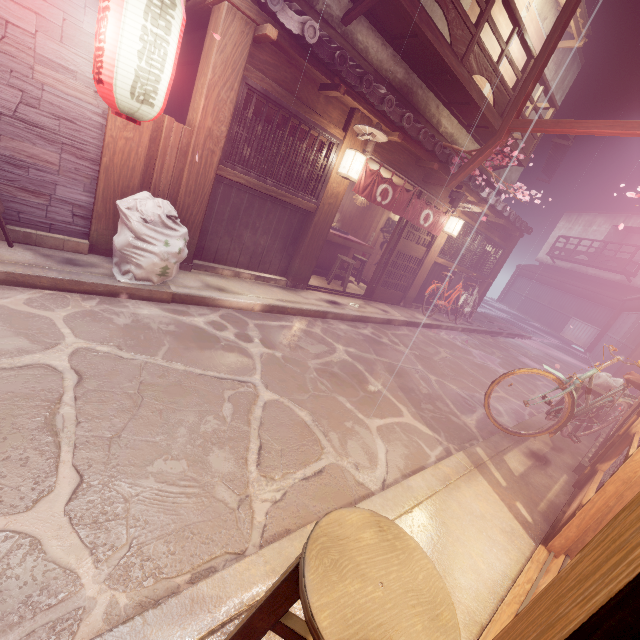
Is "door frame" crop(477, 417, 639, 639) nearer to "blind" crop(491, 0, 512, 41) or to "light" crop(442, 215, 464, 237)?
"light" crop(442, 215, 464, 237)

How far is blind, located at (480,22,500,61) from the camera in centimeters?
1313cm

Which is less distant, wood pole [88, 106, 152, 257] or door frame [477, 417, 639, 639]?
door frame [477, 417, 639, 639]

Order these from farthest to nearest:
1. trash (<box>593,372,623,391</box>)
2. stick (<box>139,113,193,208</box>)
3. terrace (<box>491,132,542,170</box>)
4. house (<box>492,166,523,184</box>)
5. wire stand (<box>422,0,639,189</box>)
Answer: house (<box>492,166,523,184</box>) → terrace (<box>491,132,542,170</box>) → trash (<box>593,372,623,391</box>) → wire stand (<box>422,0,639,189</box>) → stick (<box>139,113,193,208</box>)

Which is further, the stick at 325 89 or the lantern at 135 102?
the stick at 325 89

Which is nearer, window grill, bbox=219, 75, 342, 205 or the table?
window grill, bbox=219, 75, 342, 205

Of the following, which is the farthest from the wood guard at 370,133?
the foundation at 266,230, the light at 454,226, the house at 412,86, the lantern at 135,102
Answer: the house at 412,86

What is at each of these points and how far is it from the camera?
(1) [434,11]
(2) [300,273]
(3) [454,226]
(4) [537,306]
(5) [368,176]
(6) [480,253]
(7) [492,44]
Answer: (1) house, 11.5m
(2) wood pole, 11.4m
(3) light, 14.6m
(4) foundation, 43.4m
(5) flag, 10.7m
(6) window grill, 18.5m
(7) blind, 13.7m
